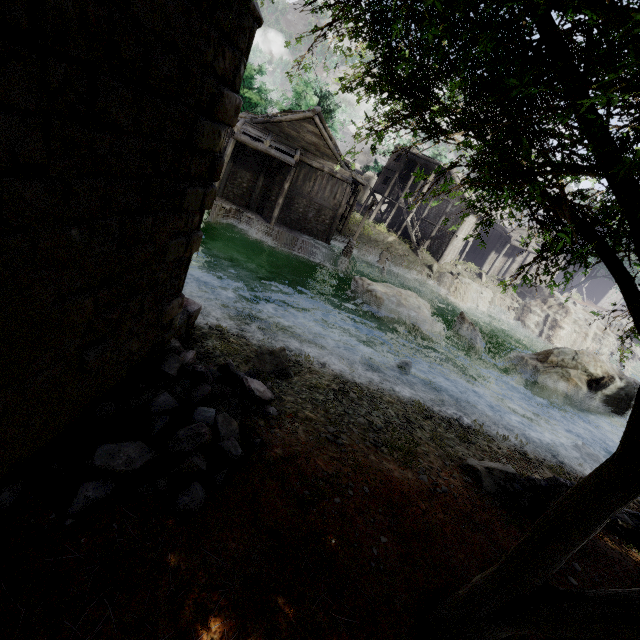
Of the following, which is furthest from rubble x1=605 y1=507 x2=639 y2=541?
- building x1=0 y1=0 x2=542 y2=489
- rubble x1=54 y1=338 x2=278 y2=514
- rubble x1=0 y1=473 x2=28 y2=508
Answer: rubble x1=0 y1=473 x2=28 y2=508

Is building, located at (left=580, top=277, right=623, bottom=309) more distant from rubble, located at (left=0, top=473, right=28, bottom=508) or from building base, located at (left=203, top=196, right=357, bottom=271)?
rubble, located at (left=0, top=473, right=28, bottom=508)

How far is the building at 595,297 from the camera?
48.5 meters

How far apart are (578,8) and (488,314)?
32.6m

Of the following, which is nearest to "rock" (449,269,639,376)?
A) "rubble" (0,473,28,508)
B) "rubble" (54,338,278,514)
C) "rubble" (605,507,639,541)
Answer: "rubble" (605,507,639,541)

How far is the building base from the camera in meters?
24.4

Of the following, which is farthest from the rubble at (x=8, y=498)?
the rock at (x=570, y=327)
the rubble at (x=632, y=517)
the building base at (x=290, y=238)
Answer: the rock at (x=570, y=327)

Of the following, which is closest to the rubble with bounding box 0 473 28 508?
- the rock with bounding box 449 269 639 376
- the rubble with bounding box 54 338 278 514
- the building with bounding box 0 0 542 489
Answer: the rubble with bounding box 54 338 278 514
